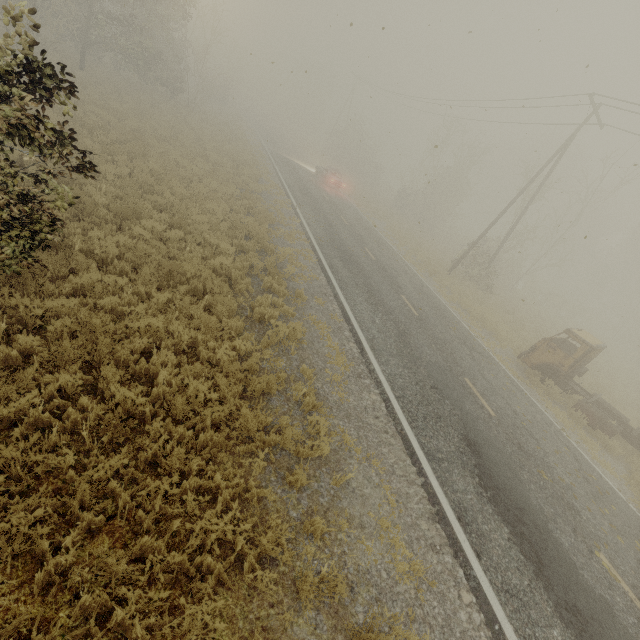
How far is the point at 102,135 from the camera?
13.59m

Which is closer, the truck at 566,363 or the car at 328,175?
the truck at 566,363

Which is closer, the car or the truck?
the truck

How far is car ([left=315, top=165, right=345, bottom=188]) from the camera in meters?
29.6 m

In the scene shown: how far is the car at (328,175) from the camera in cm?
2962
